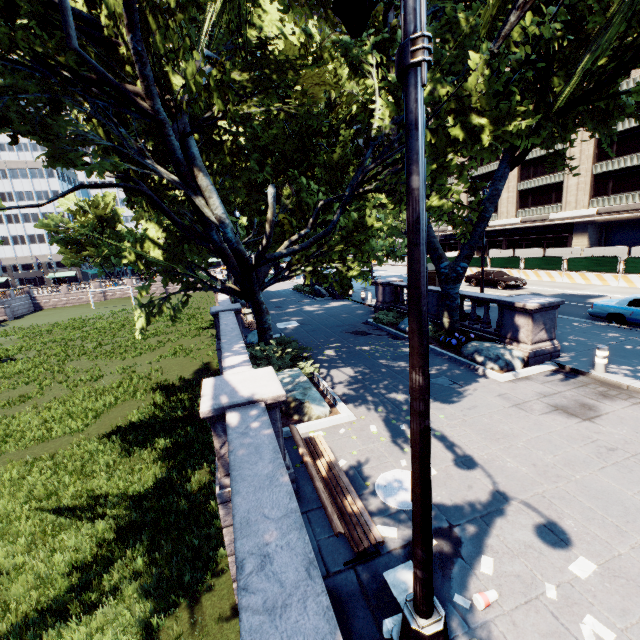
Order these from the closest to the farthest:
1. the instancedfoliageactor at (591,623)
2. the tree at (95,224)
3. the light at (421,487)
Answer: the light at (421,487) → the instancedfoliageactor at (591,623) → the tree at (95,224)

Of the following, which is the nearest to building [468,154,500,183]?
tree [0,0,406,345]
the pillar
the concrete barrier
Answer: the concrete barrier

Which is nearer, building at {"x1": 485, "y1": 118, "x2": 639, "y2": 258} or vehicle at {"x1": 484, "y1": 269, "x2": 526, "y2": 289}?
vehicle at {"x1": 484, "y1": 269, "x2": 526, "y2": 289}

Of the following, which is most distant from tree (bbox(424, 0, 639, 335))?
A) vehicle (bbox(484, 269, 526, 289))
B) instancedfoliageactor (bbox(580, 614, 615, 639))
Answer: vehicle (bbox(484, 269, 526, 289))

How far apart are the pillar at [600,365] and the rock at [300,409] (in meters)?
8.36

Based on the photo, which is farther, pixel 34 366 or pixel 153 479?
pixel 34 366

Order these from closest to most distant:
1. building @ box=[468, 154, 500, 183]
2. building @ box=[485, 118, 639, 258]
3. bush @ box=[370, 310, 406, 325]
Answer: bush @ box=[370, 310, 406, 325]
building @ box=[485, 118, 639, 258]
building @ box=[468, 154, 500, 183]

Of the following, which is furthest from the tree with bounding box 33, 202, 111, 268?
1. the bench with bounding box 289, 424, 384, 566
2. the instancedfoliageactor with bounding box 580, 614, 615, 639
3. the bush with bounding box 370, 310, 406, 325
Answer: the instancedfoliageactor with bounding box 580, 614, 615, 639
